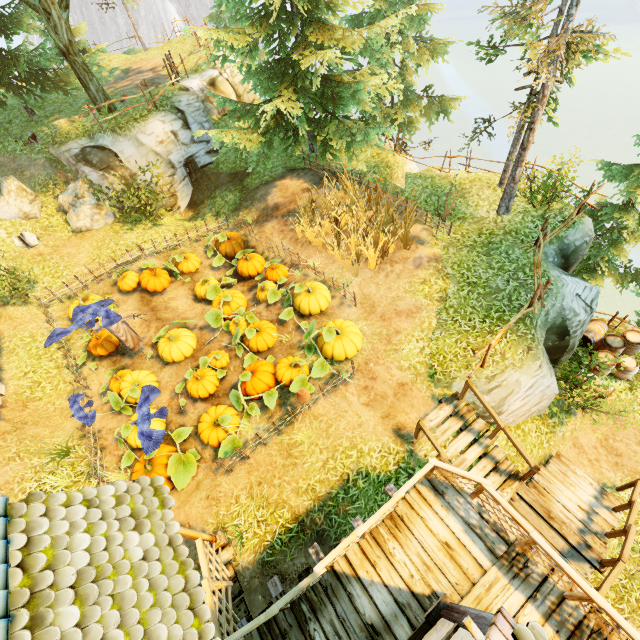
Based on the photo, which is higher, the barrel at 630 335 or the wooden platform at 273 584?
the wooden platform at 273 584

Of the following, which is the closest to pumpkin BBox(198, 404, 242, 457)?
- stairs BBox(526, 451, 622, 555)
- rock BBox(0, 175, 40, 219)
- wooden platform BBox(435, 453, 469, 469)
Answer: wooden platform BBox(435, 453, 469, 469)

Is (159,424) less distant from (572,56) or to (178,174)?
(178,174)

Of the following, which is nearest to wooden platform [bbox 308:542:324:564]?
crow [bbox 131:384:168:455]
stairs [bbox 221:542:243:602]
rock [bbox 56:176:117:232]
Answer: stairs [bbox 221:542:243:602]

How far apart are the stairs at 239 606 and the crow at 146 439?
→ 3.33m

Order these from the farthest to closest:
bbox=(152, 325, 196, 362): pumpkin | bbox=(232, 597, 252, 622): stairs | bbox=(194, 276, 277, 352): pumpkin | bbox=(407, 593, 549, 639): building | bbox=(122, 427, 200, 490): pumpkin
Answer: bbox=(152, 325, 196, 362): pumpkin → bbox=(194, 276, 277, 352): pumpkin → bbox=(122, 427, 200, 490): pumpkin → bbox=(232, 597, 252, 622): stairs → bbox=(407, 593, 549, 639): building

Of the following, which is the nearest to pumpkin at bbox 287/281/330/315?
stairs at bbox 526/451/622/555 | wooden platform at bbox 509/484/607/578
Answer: wooden platform at bbox 509/484/607/578

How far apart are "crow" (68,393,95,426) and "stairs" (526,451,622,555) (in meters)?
12.20
